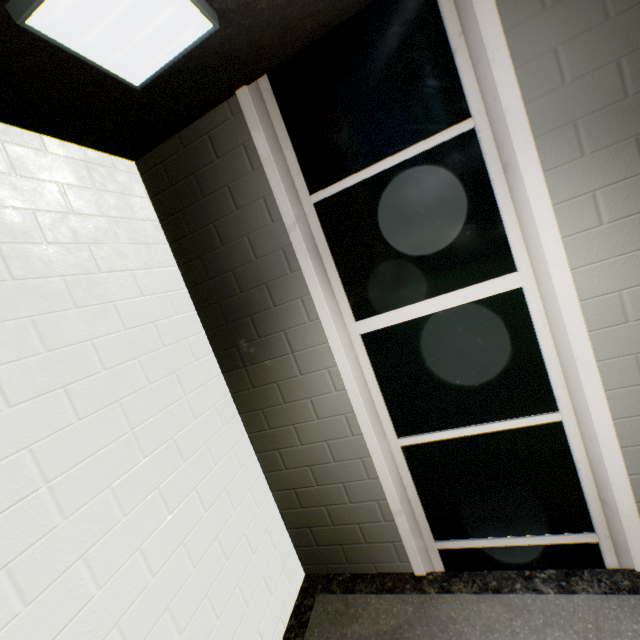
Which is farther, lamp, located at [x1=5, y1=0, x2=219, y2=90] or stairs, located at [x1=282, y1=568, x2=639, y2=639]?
stairs, located at [x1=282, y1=568, x2=639, y2=639]

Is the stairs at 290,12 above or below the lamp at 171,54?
above

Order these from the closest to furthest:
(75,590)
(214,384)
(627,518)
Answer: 1. (75,590)
2. (627,518)
3. (214,384)

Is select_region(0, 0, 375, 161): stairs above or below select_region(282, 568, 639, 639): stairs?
above

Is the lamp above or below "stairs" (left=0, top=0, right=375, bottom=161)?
Answer: below

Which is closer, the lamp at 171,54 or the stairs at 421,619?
the lamp at 171,54
